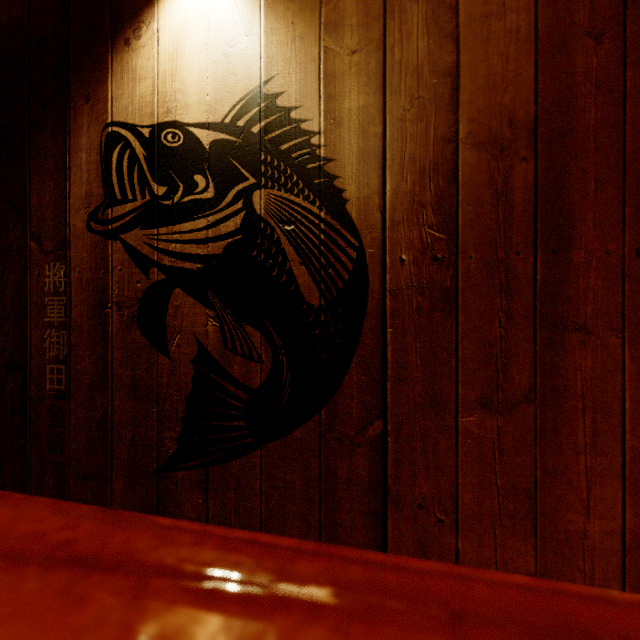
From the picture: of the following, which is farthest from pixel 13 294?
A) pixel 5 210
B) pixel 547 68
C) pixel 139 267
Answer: pixel 547 68

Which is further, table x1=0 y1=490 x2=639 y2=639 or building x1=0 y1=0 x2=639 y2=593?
building x1=0 y1=0 x2=639 y2=593

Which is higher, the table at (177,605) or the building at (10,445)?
the table at (177,605)

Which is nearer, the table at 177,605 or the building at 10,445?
the table at 177,605

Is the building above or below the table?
below
